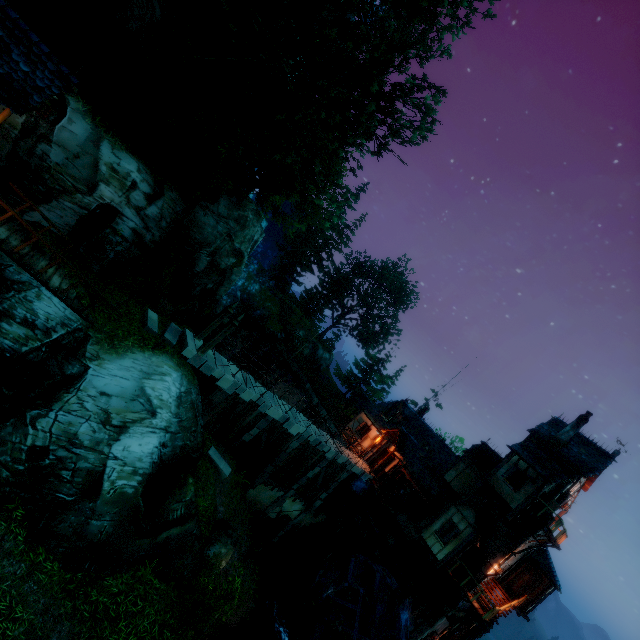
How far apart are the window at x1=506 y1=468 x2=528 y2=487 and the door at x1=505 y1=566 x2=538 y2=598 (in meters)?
6.32

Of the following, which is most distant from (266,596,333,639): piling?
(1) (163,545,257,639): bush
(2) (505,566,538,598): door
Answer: (2) (505,566,538,598): door

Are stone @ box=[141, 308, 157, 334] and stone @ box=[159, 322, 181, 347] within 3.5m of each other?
yes

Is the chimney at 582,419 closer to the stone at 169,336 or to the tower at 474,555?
the tower at 474,555

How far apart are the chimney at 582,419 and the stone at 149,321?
25.5 meters

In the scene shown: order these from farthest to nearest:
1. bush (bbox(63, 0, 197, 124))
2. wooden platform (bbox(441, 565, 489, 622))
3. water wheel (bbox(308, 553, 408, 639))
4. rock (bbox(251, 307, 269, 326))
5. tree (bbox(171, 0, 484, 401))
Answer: rock (bbox(251, 307, 269, 326)), water wheel (bbox(308, 553, 408, 639)), wooden platform (bbox(441, 565, 489, 622)), bush (bbox(63, 0, 197, 124)), tree (bbox(171, 0, 484, 401))

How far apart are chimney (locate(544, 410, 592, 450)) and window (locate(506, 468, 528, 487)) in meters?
3.3

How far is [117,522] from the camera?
9.77m
